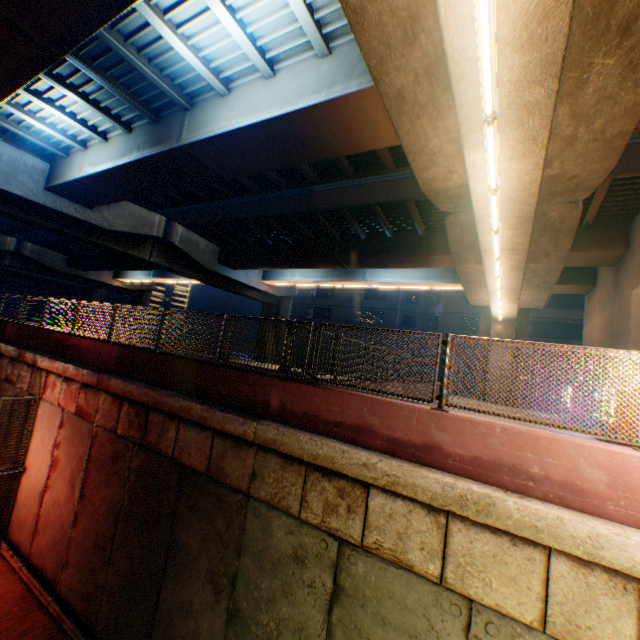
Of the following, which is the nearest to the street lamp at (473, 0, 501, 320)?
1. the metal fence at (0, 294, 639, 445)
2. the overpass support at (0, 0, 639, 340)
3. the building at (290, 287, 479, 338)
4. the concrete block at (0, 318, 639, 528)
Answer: the overpass support at (0, 0, 639, 340)

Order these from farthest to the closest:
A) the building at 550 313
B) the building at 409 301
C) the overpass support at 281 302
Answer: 1. the building at 409 301
2. the building at 550 313
3. the overpass support at 281 302

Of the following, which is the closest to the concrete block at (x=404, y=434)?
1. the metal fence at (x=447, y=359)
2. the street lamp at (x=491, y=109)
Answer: the metal fence at (x=447, y=359)

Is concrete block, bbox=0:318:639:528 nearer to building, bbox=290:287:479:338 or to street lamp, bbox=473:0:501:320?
street lamp, bbox=473:0:501:320

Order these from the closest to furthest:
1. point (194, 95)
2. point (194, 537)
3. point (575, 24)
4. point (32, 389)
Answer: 1. point (575, 24)
2. point (194, 537)
3. point (194, 95)
4. point (32, 389)

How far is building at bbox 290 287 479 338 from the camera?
36.0 meters

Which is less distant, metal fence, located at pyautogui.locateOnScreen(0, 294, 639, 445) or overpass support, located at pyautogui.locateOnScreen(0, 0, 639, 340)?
metal fence, located at pyautogui.locateOnScreen(0, 294, 639, 445)

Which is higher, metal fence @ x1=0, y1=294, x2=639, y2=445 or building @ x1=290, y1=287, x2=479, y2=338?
building @ x1=290, y1=287, x2=479, y2=338
